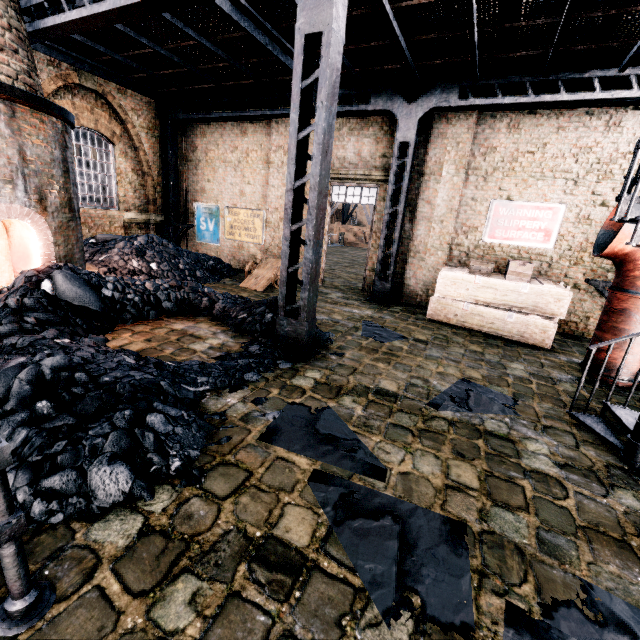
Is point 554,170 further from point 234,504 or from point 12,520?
point 12,520

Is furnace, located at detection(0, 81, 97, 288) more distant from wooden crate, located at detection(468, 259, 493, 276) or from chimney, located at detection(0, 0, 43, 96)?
wooden crate, located at detection(468, 259, 493, 276)

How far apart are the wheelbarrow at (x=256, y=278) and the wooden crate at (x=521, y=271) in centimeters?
697cm

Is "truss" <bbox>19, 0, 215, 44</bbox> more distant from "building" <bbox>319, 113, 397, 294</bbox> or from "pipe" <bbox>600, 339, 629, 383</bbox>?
"pipe" <bbox>600, 339, 629, 383</bbox>

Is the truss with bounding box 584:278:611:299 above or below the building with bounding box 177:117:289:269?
above

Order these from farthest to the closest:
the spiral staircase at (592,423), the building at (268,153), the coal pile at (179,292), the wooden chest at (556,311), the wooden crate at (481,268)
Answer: the building at (268,153)
the wooden crate at (481,268)
the wooden chest at (556,311)
the spiral staircase at (592,423)
the coal pile at (179,292)

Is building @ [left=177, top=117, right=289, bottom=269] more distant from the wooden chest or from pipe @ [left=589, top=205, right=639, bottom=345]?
pipe @ [left=589, top=205, right=639, bottom=345]

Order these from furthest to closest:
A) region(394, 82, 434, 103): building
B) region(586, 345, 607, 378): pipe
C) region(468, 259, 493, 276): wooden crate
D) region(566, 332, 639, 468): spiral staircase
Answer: region(394, 82, 434, 103): building, region(468, 259, 493, 276): wooden crate, region(586, 345, 607, 378): pipe, region(566, 332, 639, 468): spiral staircase
